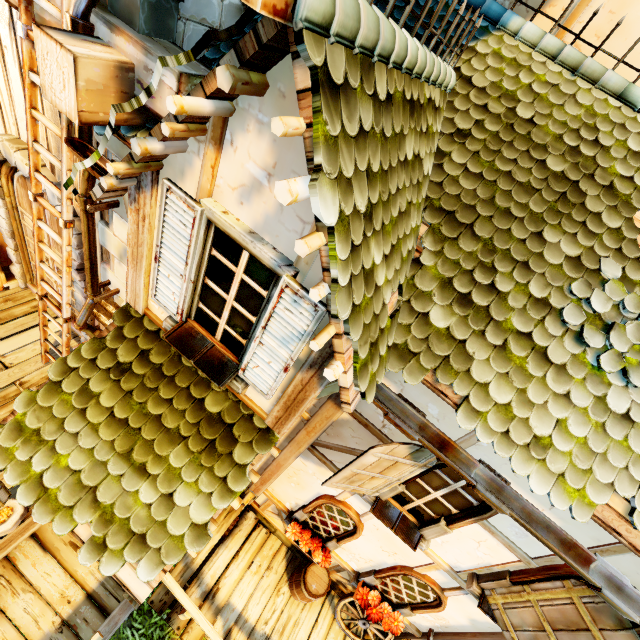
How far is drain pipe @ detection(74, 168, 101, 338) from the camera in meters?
3.4

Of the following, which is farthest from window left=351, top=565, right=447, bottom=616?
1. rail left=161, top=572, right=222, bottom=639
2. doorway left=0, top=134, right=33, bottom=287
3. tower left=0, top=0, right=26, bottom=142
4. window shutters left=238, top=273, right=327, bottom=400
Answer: doorway left=0, top=134, right=33, bottom=287

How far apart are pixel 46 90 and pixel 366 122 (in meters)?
2.78

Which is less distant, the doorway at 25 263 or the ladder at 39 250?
the ladder at 39 250

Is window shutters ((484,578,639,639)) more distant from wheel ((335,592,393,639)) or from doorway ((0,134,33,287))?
doorway ((0,134,33,287))

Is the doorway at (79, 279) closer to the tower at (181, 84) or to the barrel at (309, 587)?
the tower at (181, 84)

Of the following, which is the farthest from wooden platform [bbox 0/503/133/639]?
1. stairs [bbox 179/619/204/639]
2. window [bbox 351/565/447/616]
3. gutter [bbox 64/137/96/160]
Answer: gutter [bbox 64/137/96/160]

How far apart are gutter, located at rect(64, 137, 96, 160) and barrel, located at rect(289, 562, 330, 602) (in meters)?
5.93
